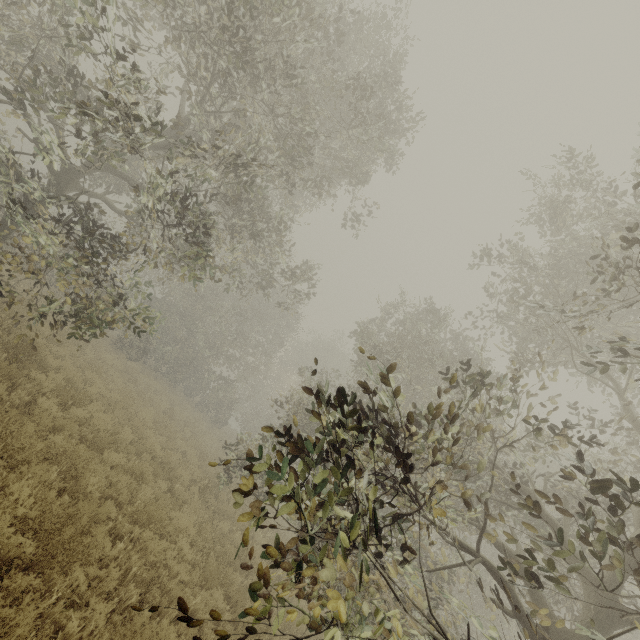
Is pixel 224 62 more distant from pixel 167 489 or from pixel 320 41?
pixel 167 489
